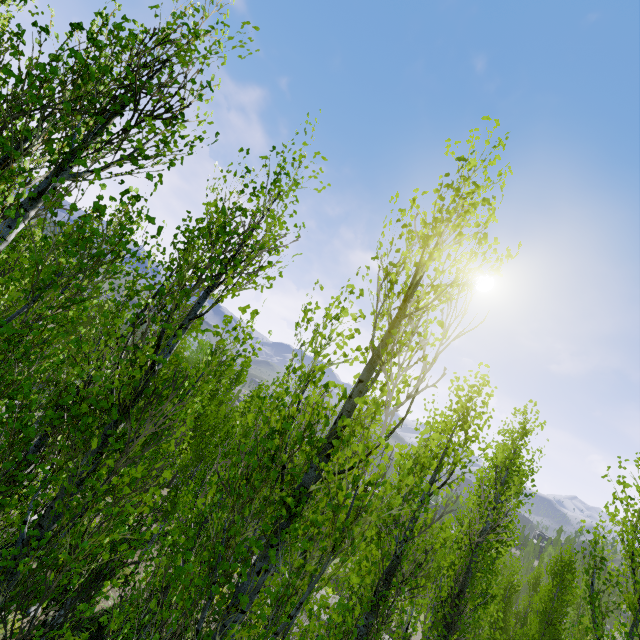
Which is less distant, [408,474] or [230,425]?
[408,474]
